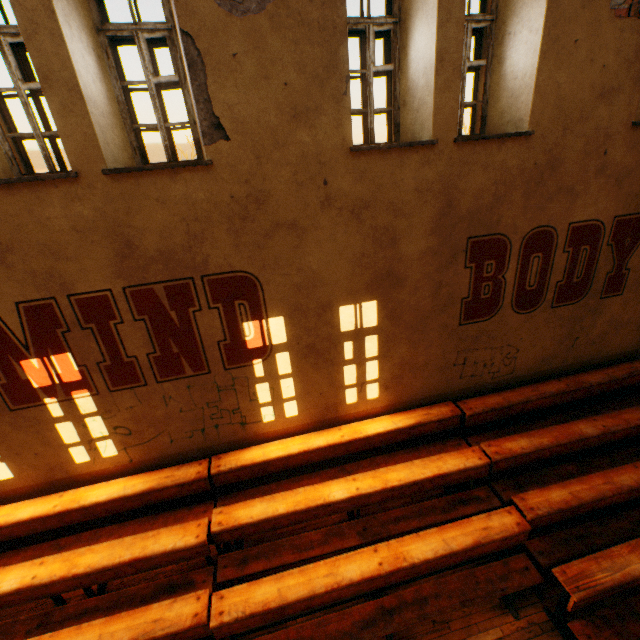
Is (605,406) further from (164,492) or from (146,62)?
(146,62)
